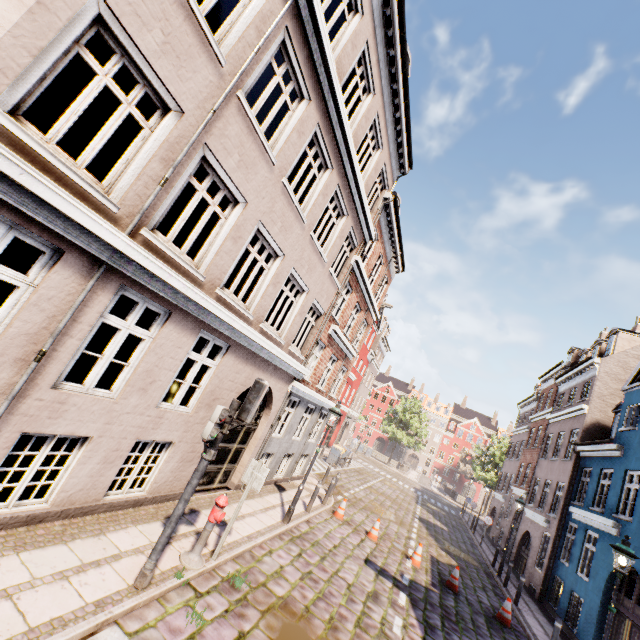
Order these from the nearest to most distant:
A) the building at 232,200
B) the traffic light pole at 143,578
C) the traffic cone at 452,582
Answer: the building at 232,200 → the traffic light pole at 143,578 → the traffic cone at 452,582

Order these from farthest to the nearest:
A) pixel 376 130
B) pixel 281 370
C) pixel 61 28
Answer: pixel 376 130 < pixel 281 370 < pixel 61 28

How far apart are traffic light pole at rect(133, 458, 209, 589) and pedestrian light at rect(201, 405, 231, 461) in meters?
0.0

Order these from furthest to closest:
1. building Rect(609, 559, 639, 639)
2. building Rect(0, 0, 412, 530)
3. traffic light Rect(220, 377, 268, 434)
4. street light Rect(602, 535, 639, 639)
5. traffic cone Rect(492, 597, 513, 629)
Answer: traffic cone Rect(492, 597, 513, 629)
building Rect(609, 559, 639, 639)
street light Rect(602, 535, 639, 639)
traffic light Rect(220, 377, 268, 434)
building Rect(0, 0, 412, 530)

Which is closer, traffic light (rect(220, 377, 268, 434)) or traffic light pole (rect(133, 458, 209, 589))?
traffic light pole (rect(133, 458, 209, 589))

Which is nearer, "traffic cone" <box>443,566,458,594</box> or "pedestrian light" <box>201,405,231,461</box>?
"pedestrian light" <box>201,405,231,461</box>

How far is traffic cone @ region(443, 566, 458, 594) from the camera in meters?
11.1

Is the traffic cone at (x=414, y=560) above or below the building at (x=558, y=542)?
below
